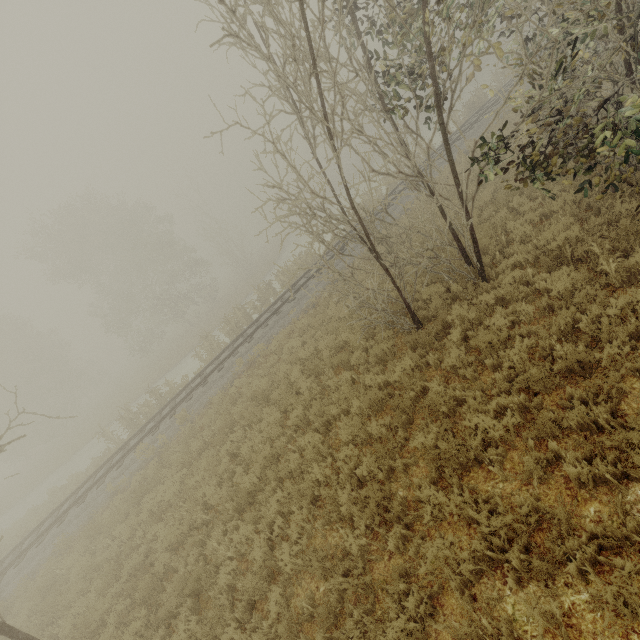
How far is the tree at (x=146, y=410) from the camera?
18.4m

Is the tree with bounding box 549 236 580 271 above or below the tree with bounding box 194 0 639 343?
below

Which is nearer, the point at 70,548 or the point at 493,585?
the point at 493,585

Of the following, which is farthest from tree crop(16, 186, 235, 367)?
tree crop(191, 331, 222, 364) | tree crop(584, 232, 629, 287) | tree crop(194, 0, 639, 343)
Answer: tree crop(191, 331, 222, 364)

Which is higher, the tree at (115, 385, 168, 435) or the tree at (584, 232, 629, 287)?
the tree at (115, 385, 168, 435)

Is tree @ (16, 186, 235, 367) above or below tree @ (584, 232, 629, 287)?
above

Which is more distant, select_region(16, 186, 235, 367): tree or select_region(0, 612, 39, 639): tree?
select_region(16, 186, 235, 367): tree

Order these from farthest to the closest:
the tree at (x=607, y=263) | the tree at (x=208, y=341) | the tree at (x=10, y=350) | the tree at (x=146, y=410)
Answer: the tree at (x=10, y=350), the tree at (x=208, y=341), the tree at (x=146, y=410), the tree at (x=607, y=263)
